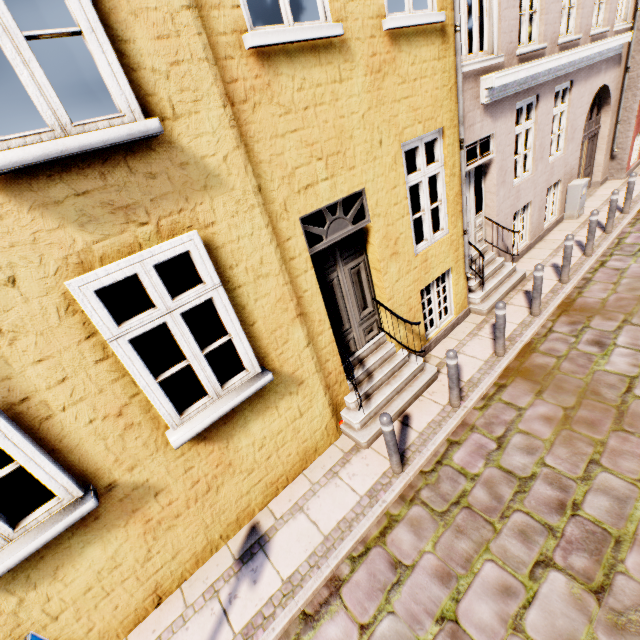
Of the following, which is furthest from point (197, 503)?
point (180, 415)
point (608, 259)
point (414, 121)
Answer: point (608, 259)

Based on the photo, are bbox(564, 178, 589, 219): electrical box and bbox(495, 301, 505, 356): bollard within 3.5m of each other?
no

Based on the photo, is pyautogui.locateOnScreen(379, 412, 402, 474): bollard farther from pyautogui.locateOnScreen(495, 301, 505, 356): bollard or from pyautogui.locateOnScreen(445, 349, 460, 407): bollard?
pyautogui.locateOnScreen(495, 301, 505, 356): bollard

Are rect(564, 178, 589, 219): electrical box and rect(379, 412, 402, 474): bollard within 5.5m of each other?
no

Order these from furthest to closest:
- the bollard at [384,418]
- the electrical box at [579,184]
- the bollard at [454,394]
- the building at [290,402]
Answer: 1. the electrical box at [579,184]
2. the bollard at [454,394]
3. the bollard at [384,418]
4. the building at [290,402]

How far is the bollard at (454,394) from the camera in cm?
468

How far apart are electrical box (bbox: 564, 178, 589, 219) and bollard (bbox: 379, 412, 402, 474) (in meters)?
9.87

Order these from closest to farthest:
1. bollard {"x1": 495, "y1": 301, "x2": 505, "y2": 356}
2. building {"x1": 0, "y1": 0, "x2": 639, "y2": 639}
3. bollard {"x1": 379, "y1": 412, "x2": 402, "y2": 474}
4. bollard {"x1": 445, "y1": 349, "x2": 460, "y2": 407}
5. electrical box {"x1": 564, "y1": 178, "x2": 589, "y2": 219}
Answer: building {"x1": 0, "y1": 0, "x2": 639, "y2": 639}
bollard {"x1": 379, "y1": 412, "x2": 402, "y2": 474}
bollard {"x1": 445, "y1": 349, "x2": 460, "y2": 407}
bollard {"x1": 495, "y1": 301, "x2": 505, "y2": 356}
electrical box {"x1": 564, "y1": 178, "x2": 589, "y2": 219}
